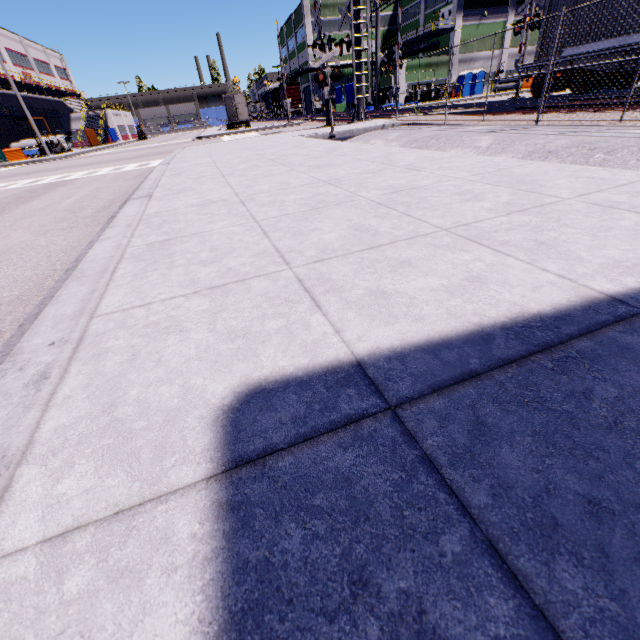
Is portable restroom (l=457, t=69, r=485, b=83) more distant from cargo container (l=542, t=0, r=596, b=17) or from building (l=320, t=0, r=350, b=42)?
cargo container (l=542, t=0, r=596, b=17)

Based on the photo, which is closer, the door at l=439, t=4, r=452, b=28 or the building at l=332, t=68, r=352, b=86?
the door at l=439, t=4, r=452, b=28

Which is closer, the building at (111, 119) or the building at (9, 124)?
the building at (9, 124)

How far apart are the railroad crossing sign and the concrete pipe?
45.0 meters

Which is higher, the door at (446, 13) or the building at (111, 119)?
the door at (446, 13)

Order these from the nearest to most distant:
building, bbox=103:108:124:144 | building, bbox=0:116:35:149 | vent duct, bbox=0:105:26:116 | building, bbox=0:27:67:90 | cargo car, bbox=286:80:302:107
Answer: vent duct, bbox=0:105:26:116, building, bbox=0:116:35:149, building, bbox=0:27:67:90, cargo car, bbox=286:80:302:107, building, bbox=103:108:124:144

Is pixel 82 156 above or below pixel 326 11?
below
